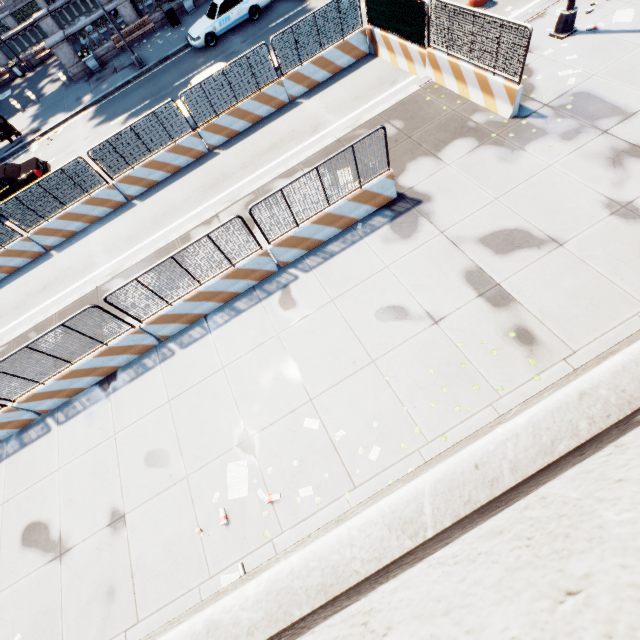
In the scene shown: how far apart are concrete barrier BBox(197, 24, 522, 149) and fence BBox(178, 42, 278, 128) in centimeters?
0cm

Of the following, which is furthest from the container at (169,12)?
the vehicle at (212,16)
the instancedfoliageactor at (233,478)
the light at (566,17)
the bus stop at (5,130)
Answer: the instancedfoliageactor at (233,478)

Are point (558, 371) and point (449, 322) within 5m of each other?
yes

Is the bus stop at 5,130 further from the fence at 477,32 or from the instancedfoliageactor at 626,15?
the instancedfoliageactor at 626,15

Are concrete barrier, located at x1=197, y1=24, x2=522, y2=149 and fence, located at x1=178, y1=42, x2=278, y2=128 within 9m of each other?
yes

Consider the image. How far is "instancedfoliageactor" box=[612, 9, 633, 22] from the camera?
9.97m

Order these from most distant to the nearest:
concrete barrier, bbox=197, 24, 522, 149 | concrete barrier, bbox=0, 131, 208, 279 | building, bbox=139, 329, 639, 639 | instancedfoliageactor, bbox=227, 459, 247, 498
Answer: concrete barrier, bbox=0, 131, 208, 279 → concrete barrier, bbox=197, 24, 522, 149 → instancedfoliageactor, bbox=227, 459, 247, 498 → building, bbox=139, 329, 639, 639

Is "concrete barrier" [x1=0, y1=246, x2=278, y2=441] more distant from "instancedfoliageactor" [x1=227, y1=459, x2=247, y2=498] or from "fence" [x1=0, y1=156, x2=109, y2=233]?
→ "instancedfoliageactor" [x1=227, y1=459, x2=247, y2=498]
